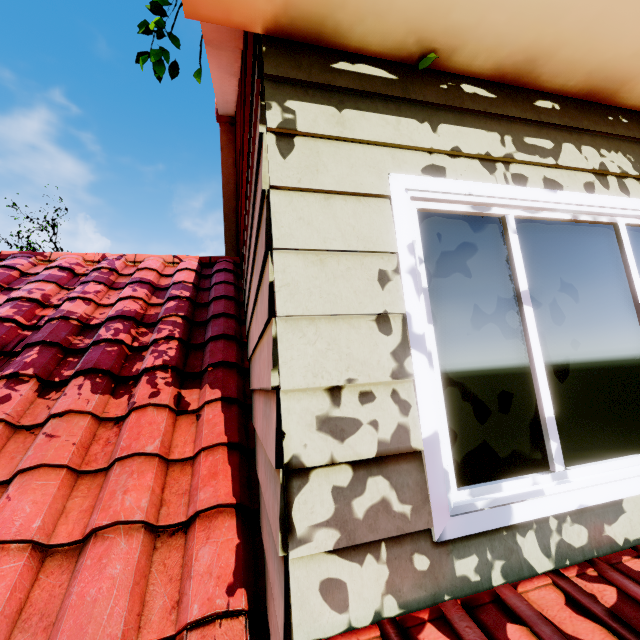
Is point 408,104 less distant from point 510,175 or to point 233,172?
point 510,175
